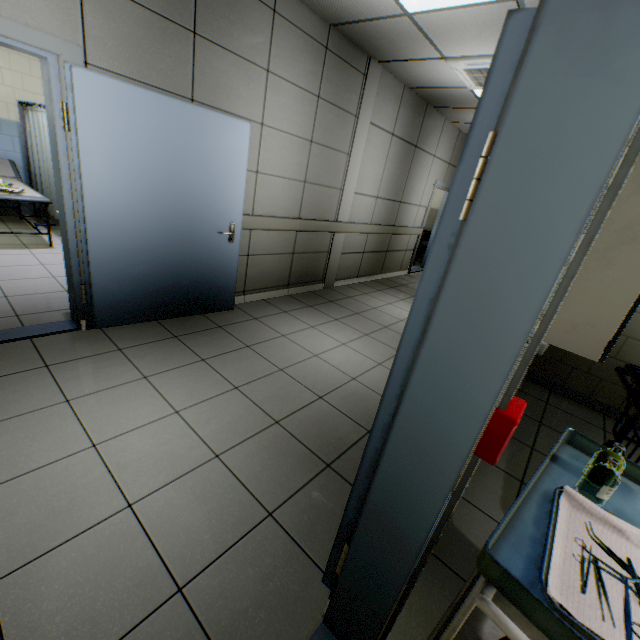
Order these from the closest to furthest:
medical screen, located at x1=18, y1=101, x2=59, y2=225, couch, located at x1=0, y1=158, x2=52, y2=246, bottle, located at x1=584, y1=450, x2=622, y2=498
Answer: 1. bottle, located at x1=584, y1=450, x2=622, y2=498
2. couch, located at x1=0, y1=158, x2=52, y2=246
3. medical screen, located at x1=18, y1=101, x2=59, y2=225

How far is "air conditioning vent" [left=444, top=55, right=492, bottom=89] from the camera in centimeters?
365cm

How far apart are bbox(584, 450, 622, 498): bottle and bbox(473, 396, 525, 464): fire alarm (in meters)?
0.66

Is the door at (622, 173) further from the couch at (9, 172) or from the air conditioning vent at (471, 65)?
the couch at (9, 172)

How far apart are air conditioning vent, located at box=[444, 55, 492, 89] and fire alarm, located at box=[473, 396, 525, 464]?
4.3 meters

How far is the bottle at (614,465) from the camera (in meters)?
1.06

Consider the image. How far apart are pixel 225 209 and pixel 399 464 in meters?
3.1

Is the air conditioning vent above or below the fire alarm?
above
